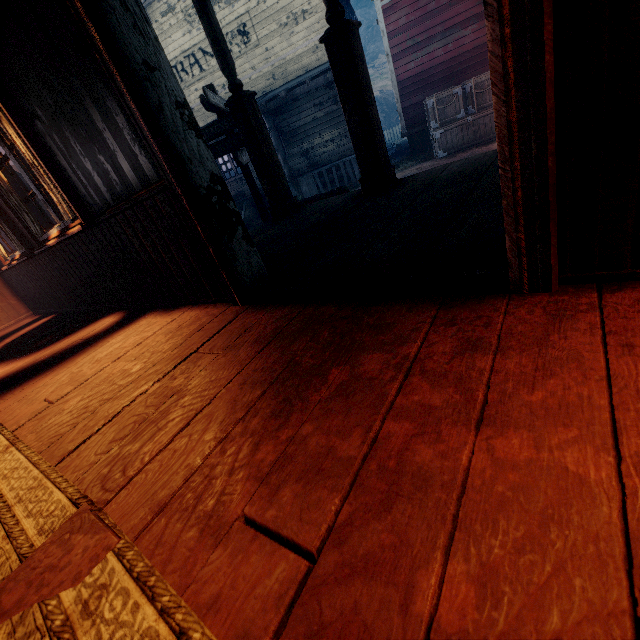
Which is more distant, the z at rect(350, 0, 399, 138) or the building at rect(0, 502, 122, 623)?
the z at rect(350, 0, 399, 138)

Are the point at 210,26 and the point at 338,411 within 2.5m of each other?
no

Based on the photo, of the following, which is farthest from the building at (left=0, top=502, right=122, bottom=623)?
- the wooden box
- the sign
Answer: the sign

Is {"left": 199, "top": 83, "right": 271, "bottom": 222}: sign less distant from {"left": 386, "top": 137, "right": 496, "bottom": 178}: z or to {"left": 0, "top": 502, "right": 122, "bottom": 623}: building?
{"left": 386, "top": 137, "right": 496, "bottom": 178}: z

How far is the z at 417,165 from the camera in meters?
9.5 m

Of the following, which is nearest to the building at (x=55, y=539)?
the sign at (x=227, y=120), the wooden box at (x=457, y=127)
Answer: the wooden box at (x=457, y=127)

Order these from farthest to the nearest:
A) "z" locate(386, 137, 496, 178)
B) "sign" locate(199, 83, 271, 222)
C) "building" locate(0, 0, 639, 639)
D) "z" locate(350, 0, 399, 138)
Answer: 1. "z" locate(350, 0, 399, 138)
2. "z" locate(386, 137, 496, 178)
3. "sign" locate(199, 83, 271, 222)
4. "building" locate(0, 0, 639, 639)

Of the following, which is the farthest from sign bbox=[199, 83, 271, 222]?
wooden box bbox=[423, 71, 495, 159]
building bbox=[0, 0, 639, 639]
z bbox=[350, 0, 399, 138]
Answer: wooden box bbox=[423, 71, 495, 159]
